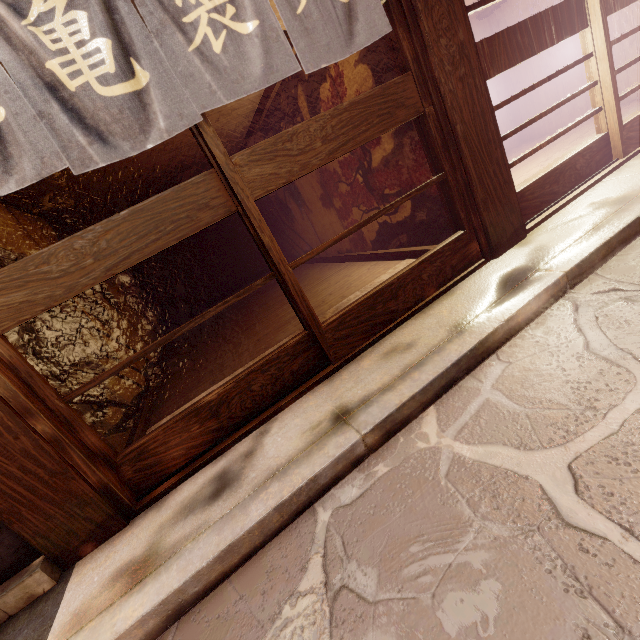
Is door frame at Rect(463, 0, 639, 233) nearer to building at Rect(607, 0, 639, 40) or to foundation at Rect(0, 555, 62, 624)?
building at Rect(607, 0, 639, 40)

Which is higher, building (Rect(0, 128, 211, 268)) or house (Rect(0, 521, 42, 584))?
building (Rect(0, 128, 211, 268))

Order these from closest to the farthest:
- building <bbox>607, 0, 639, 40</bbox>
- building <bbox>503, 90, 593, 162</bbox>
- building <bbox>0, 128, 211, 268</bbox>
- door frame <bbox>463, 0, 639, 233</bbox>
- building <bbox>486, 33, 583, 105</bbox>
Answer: door frame <bbox>463, 0, 639, 233</bbox> < building <bbox>0, 128, 211, 268</bbox> < building <bbox>607, 0, 639, 40</bbox> < building <bbox>486, 33, 583, 105</bbox> < building <bbox>503, 90, 593, 162</bbox>

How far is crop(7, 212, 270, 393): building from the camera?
5.2m

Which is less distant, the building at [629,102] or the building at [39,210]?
the building at [39,210]

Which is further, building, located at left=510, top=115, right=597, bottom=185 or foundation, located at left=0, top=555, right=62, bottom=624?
building, located at left=510, top=115, right=597, bottom=185

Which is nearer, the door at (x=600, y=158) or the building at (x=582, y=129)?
the door at (x=600, y=158)

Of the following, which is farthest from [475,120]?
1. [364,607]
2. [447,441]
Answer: [364,607]
